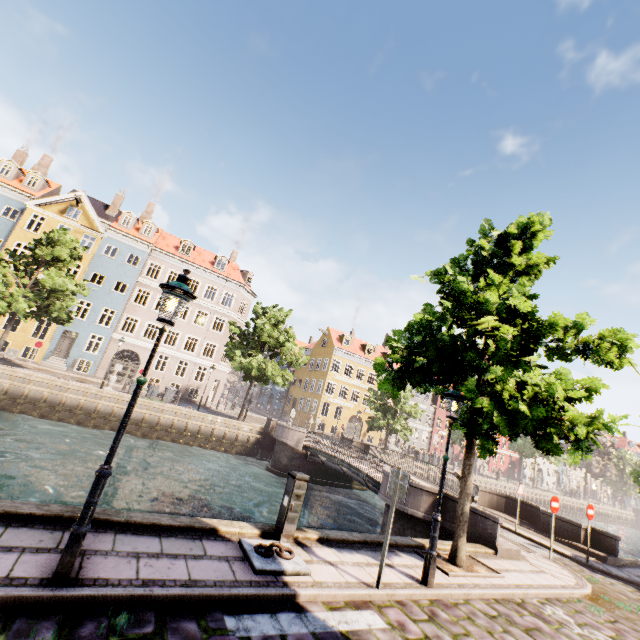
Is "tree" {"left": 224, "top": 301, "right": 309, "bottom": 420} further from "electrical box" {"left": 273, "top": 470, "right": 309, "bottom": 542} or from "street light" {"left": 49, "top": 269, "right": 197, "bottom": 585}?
"electrical box" {"left": 273, "top": 470, "right": 309, "bottom": 542}

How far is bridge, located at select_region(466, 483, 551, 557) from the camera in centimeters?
964cm

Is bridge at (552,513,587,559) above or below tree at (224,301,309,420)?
below

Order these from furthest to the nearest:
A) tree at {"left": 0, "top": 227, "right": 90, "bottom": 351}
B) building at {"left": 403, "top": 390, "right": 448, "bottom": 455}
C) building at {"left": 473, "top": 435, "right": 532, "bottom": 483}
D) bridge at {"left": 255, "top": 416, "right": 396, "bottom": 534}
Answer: building at {"left": 473, "top": 435, "right": 532, "bottom": 483} → building at {"left": 403, "top": 390, "right": 448, "bottom": 455} → tree at {"left": 0, "top": 227, "right": 90, "bottom": 351} → bridge at {"left": 255, "top": 416, "right": 396, "bottom": 534}

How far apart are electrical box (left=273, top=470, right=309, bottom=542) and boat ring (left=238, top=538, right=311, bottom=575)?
0.0 meters

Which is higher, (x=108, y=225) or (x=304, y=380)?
(x=108, y=225)

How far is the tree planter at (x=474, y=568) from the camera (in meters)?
7.03

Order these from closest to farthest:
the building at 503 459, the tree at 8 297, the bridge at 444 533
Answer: the bridge at 444 533 < the tree at 8 297 < the building at 503 459
